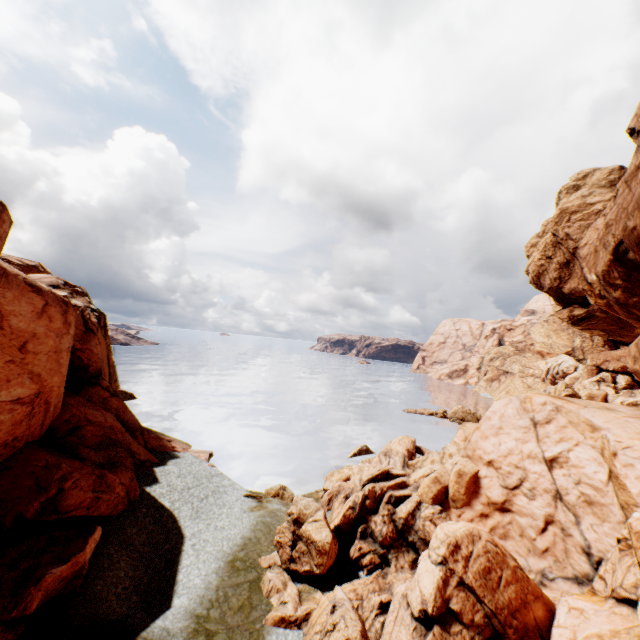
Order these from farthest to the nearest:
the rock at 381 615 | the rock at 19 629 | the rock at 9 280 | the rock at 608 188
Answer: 1. the rock at 9 280
2. the rock at 608 188
3. the rock at 381 615
4. the rock at 19 629

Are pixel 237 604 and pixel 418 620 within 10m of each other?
yes

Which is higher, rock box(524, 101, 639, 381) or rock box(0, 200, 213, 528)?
rock box(524, 101, 639, 381)

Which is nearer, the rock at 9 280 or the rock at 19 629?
the rock at 19 629

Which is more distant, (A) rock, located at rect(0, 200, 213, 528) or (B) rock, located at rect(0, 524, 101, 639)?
(A) rock, located at rect(0, 200, 213, 528)
